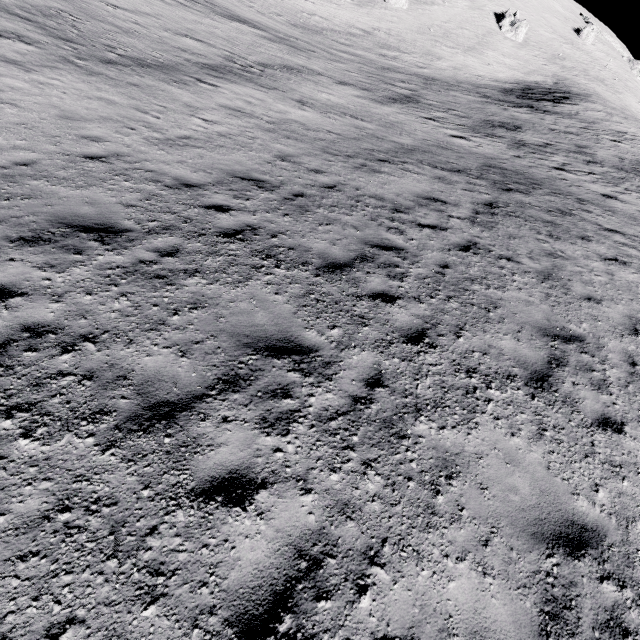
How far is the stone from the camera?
58.8m

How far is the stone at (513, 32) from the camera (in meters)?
58.81

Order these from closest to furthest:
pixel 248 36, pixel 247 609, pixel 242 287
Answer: pixel 247 609, pixel 242 287, pixel 248 36
